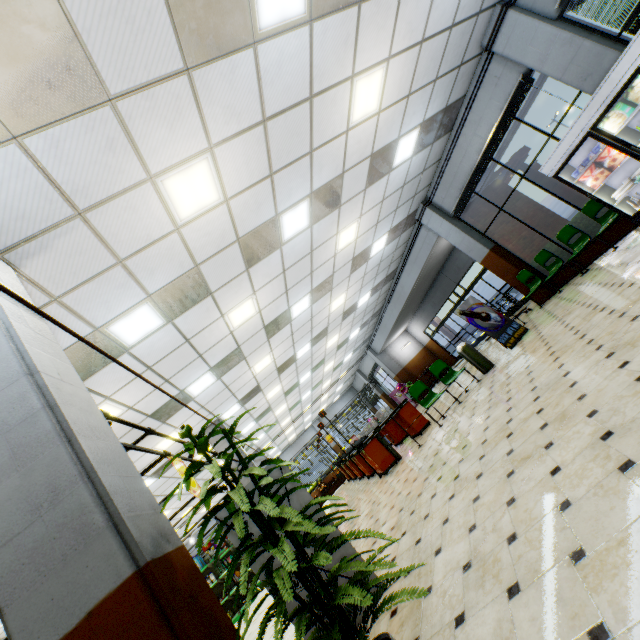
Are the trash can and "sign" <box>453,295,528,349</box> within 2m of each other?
yes

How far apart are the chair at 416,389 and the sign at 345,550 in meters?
5.1 m

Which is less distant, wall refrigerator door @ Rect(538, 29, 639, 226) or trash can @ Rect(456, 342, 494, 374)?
wall refrigerator door @ Rect(538, 29, 639, 226)

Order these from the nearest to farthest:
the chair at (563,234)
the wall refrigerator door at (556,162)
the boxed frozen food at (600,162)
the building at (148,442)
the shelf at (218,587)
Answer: the wall refrigerator door at (556,162) < the boxed frozen food at (600,162) < the chair at (563,234) < the building at (148,442) < the shelf at (218,587)

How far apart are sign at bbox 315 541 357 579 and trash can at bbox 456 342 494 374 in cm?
648

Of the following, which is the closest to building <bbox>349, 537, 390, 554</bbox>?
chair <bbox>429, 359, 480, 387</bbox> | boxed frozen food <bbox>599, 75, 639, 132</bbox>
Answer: chair <bbox>429, 359, 480, 387</bbox>

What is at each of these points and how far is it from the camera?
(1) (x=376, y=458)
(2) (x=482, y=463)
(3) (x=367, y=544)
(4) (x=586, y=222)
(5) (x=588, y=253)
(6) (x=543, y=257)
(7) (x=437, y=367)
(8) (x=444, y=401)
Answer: (1) checkout counter, 8.8 meters
(2) building, 3.8 meters
(3) building, 5.0 meters
(4) hedge, 8.0 meters
(5) building, 8.3 meters
(6) chair, 8.8 meters
(7) chair, 8.7 meters
(8) building, 10.9 meters

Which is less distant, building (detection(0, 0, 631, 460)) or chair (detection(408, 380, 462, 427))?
building (detection(0, 0, 631, 460))
